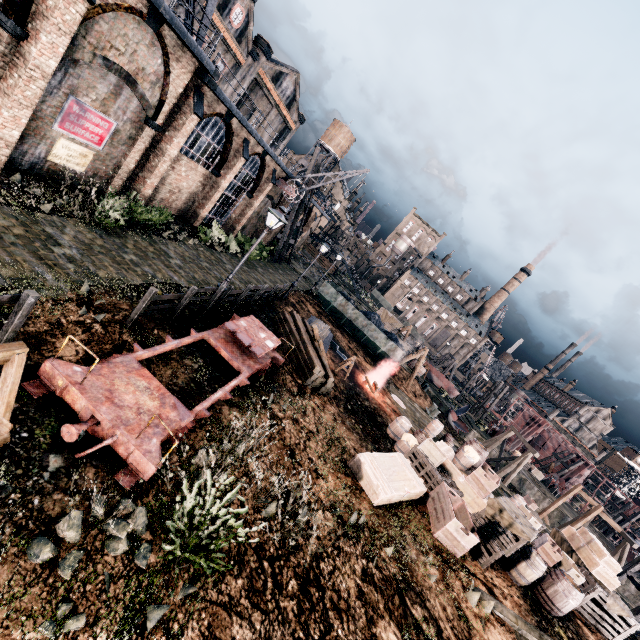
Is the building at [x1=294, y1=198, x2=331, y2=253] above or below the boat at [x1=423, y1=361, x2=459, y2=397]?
above

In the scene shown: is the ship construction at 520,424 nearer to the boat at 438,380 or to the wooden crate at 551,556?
the boat at 438,380

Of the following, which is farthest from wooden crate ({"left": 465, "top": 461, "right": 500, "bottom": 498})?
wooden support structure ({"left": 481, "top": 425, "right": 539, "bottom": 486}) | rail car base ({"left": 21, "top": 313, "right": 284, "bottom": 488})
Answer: wooden support structure ({"left": 481, "top": 425, "right": 539, "bottom": 486})

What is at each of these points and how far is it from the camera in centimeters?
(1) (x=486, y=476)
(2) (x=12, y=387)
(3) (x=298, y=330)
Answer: (1) wooden crate, 1691cm
(2) wooden support structure, 501cm
(3) wood pile, 1834cm

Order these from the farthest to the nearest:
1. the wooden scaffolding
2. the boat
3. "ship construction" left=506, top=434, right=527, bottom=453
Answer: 1. "ship construction" left=506, top=434, right=527, bottom=453
2. the boat
3. the wooden scaffolding

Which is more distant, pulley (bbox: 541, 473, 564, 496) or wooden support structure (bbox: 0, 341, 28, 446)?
pulley (bbox: 541, 473, 564, 496)

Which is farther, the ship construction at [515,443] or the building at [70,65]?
the ship construction at [515,443]

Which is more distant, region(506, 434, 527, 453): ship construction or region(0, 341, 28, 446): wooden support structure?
region(506, 434, 527, 453): ship construction
